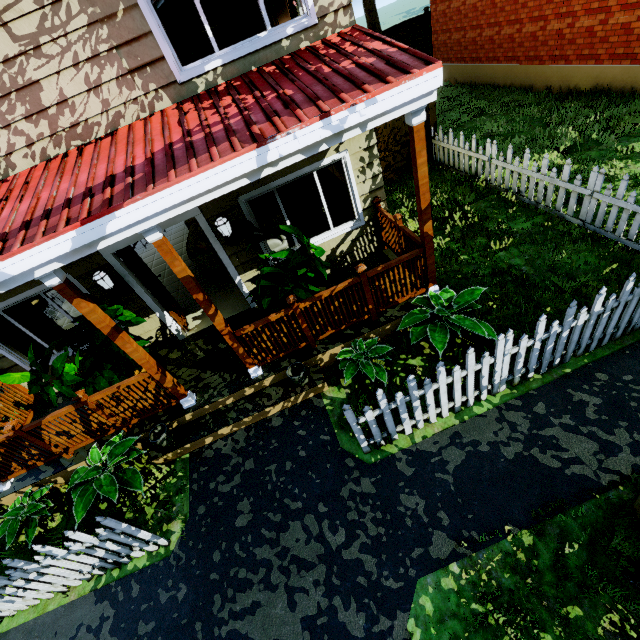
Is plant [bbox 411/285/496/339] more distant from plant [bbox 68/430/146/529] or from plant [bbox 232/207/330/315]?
plant [bbox 68/430/146/529]

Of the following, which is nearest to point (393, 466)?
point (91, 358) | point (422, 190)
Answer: point (422, 190)

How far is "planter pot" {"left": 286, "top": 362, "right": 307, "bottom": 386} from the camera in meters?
4.8

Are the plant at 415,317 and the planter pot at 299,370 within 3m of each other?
yes

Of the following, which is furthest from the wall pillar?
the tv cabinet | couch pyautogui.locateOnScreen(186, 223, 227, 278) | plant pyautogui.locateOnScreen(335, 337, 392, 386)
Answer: the tv cabinet

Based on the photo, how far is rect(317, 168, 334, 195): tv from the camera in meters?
7.3 m

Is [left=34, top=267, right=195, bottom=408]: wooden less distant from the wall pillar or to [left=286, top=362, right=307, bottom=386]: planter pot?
[left=286, top=362, right=307, bottom=386]: planter pot

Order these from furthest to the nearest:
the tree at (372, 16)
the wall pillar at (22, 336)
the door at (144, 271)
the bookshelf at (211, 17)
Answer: the tree at (372, 16) → the bookshelf at (211, 17) → the wall pillar at (22, 336) → the door at (144, 271)
